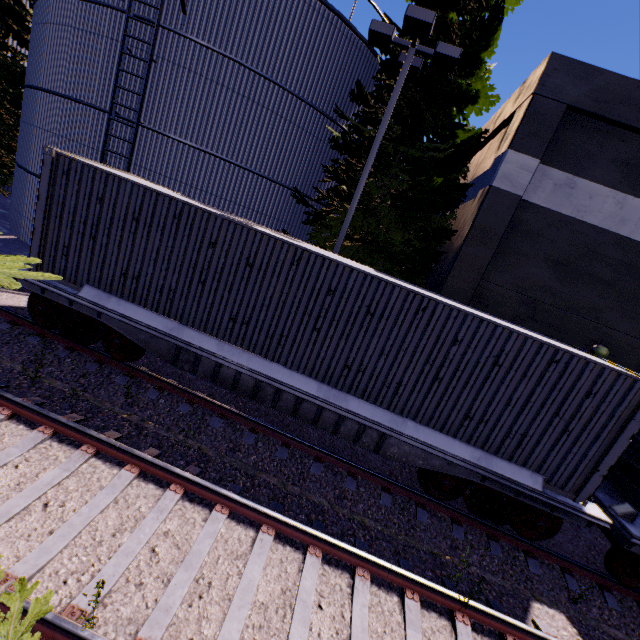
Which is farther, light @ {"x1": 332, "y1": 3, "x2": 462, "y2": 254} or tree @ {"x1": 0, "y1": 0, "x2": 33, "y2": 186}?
tree @ {"x1": 0, "y1": 0, "x2": 33, "y2": 186}

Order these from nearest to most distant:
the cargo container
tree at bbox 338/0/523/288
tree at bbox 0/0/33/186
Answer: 1. the cargo container
2. tree at bbox 338/0/523/288
3. tree at bbox 0/0/33/186

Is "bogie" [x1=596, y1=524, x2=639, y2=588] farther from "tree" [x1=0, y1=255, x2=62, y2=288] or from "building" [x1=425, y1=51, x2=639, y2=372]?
"tree" [x1=0, y1=255, x2=62, y2=288]

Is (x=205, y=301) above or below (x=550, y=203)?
below

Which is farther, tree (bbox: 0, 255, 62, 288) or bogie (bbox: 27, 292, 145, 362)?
bogie (bbox: 27, 292, 145, 362)

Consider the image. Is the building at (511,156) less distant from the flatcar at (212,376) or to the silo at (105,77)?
the silo at (105,77)

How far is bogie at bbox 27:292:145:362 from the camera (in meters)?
7.02

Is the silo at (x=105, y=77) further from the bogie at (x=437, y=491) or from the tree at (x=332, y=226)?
the bogie at (x=437, y=491)
